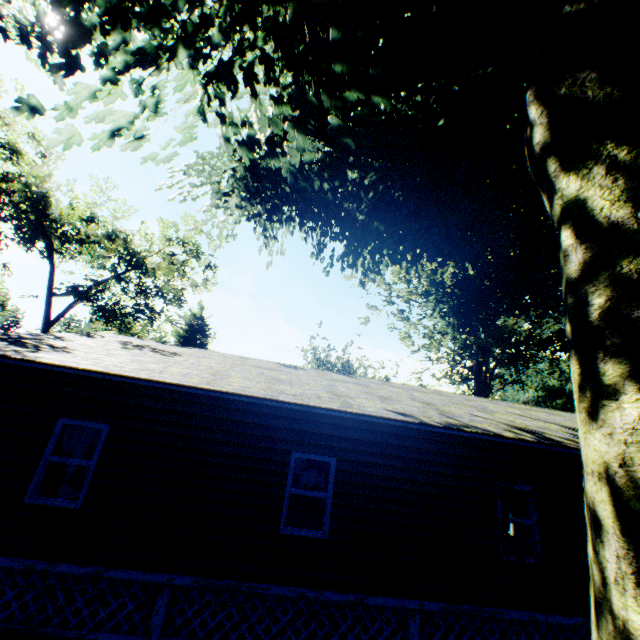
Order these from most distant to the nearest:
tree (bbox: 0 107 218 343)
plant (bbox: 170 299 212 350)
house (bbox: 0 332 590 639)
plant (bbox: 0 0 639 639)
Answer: plant (bbox: 170 299 212 350) → tree (bbox: 0 107 218 343) → house (bbox: 0 332 590 639) → plant (bbox: 0 0 639 639)

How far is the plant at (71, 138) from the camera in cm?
561

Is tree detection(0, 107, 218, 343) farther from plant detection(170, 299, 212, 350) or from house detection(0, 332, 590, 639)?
house detection(0, 332, 590, 639)

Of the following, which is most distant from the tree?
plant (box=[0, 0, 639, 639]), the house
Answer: the house

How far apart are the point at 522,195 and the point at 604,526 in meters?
5.9 m

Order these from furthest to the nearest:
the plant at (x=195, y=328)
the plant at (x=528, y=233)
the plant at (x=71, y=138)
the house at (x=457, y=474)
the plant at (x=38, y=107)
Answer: the plant at (x=195, y=328) → the house at (x=457, y=474) → the plant at (x=71, y=138) → the plant at (x=38, y=107) → the plant at (x=528, y=233)
